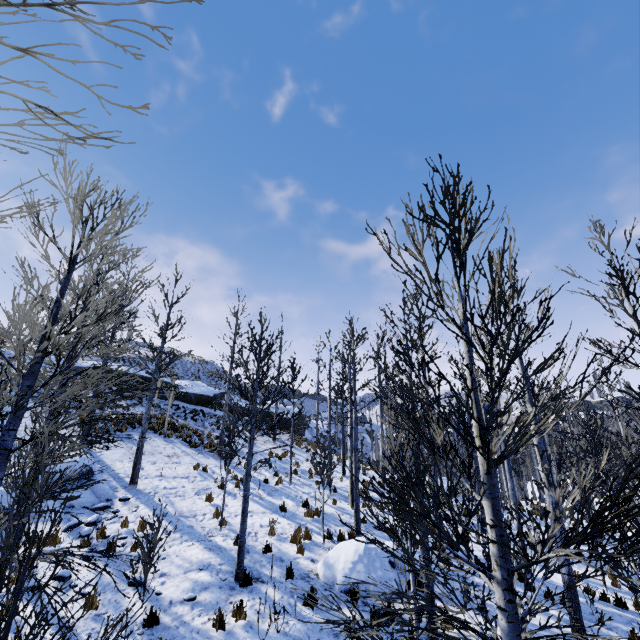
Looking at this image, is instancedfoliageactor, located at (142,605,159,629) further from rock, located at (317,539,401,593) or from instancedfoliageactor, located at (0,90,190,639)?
instancedfoliageactor, located at (0,90,190,639)

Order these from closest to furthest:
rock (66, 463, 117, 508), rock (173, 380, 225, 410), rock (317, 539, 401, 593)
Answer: rock (317, 539, 401, 593), rock (66, 463, 117, 508), rock (173, 380, 225, 410)

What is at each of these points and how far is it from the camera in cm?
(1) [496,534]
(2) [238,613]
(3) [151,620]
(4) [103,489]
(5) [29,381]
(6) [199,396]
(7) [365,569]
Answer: Answer:
(1) instancedfoliageactor, 238
(2) instancedfoliageactor, 662
(3) instancedfoliageactor, 632
(4) rock, 1138
(5) instancedfoliageactor, 477
(6) rock, 2802
(7) rock, 859

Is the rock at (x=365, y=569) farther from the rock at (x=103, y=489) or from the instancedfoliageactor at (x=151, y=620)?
the rock at (x=103, y=489)

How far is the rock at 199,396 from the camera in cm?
2766

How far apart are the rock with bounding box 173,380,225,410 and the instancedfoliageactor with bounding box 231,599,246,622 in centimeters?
2076cm

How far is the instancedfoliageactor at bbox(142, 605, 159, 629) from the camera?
6.3 meters
